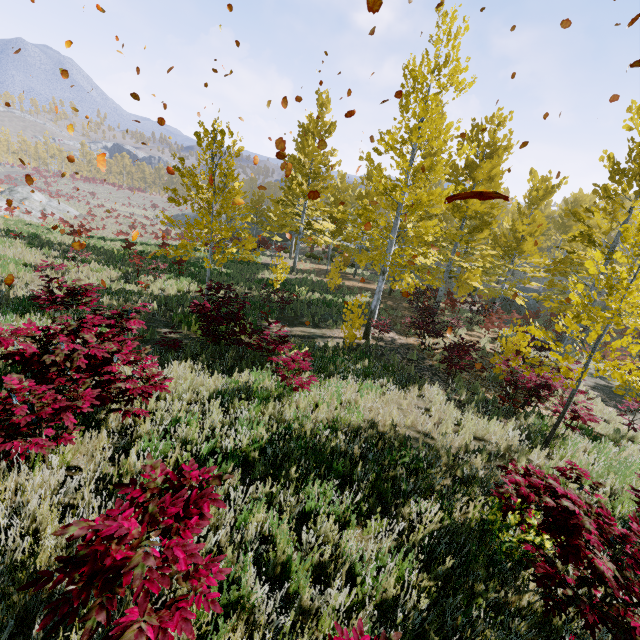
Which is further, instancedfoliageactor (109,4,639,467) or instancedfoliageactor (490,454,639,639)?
instancedfoliageactor (109,4,639,467)

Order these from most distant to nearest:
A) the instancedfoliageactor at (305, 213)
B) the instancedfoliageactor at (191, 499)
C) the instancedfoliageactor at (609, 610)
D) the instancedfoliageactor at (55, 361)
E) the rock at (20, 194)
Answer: the rock at (20, 194), the instancedfoliageactor at (305, 213), the instancedfoliageactor at (55, 361), the instancedfoliageactor at (609, 610), the instancedfoliageactor at (191, 499)

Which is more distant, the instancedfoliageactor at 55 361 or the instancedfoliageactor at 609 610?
the instancedfoliageactor at 55 361

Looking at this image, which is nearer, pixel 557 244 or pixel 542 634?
pixel 542 634

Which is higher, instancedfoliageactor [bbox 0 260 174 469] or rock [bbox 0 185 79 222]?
instancedfoliageactor [bbox 0 260 174 469]

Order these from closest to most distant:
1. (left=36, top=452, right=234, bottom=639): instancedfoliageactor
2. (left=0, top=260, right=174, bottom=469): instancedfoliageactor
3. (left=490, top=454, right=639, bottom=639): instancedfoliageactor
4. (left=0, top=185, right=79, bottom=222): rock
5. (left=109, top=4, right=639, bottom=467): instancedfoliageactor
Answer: (left=36, top=452, right=234, bottom=639): instancedfoliageactor → (left=490, top=454, right=639, bottom=639): instancedfoliageactor → (left=0, top=260, right=174, bottom=469): instancedfoliageactor → (left=109, top=4, right=639, bottom=467): instancedfoliageactor → (left=0, top=185, right=79, bottom=222): rock
